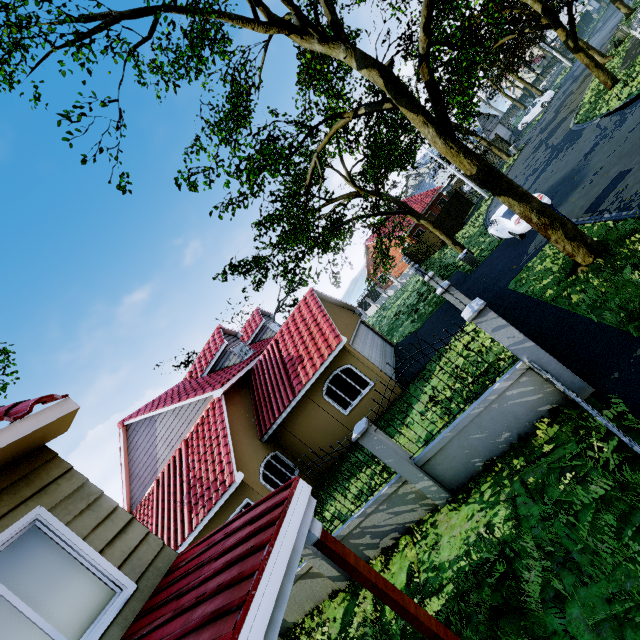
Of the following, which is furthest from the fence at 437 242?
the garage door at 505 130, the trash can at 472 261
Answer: the garage door at 505 130

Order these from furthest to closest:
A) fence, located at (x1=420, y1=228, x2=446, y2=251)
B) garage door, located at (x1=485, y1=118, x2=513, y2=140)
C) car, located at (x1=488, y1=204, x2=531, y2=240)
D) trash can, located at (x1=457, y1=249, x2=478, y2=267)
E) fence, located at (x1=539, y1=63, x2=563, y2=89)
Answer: fence, located at (x1=539, y1=63, x2=563, y2=89), garage door, located at (x1=485, y1=118, x2=513, y2=140), fence, located at (x1=420, y1=228, x2=446, y2=251), trash can, located at (x1=457, y1=249, x2=478, y2=267), car, located at (x1=488, y1=204, x2=531, y2=240)

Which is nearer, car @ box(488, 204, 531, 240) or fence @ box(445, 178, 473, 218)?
car @ box(488, 204, 531, 240)

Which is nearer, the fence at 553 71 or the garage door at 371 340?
the garage door at 371 340

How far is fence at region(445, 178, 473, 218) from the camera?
32.0m

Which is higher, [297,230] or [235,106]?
[235,106]

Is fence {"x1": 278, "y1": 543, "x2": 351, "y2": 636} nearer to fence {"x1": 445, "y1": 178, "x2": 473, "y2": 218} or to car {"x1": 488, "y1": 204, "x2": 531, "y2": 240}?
car {"x1": 488, "y1": 204, "x2": 531, "y2": 240}
